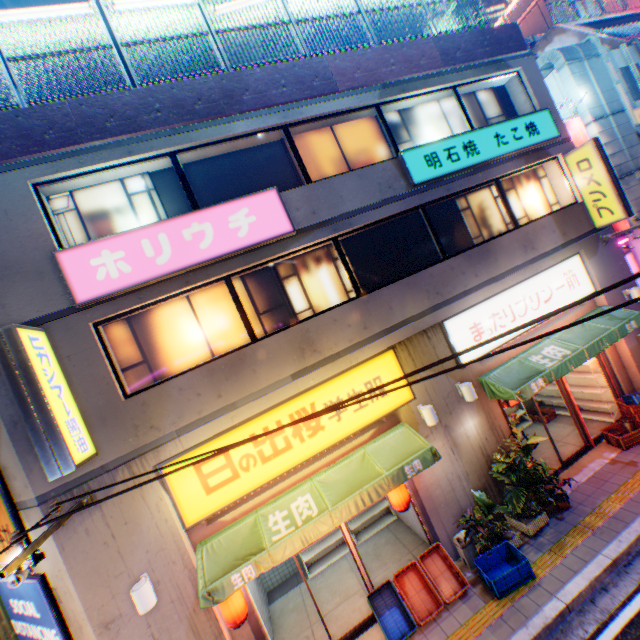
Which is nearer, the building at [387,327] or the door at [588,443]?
A: the building at [387,327]

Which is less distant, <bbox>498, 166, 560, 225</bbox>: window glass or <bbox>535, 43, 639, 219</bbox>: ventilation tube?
<bbox>498, 166, 560, 225</bbox>: window glass

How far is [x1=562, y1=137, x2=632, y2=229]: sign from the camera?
9.3m

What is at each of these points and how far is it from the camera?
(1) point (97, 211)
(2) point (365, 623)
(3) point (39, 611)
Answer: (1) window glass, 7.02m
(2) door, 7.12m
(3) billboard, 6.00m

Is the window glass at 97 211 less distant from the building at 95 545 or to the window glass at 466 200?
the building at 95 545

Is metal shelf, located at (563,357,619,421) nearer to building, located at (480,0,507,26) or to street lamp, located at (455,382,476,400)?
street lamp, located at (455,382,476,400)

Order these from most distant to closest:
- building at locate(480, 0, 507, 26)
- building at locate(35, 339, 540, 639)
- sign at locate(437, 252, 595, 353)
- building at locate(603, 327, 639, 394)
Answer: building at locate(480, 0, 507, 26) < building at locate(603, 327, 639, 394) < sign at locate(437, 252, 595, 353) < building at locate(35, 339, 540, 639)

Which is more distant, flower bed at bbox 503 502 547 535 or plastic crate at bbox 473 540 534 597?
flower bed at bbox 503 502 547 535
